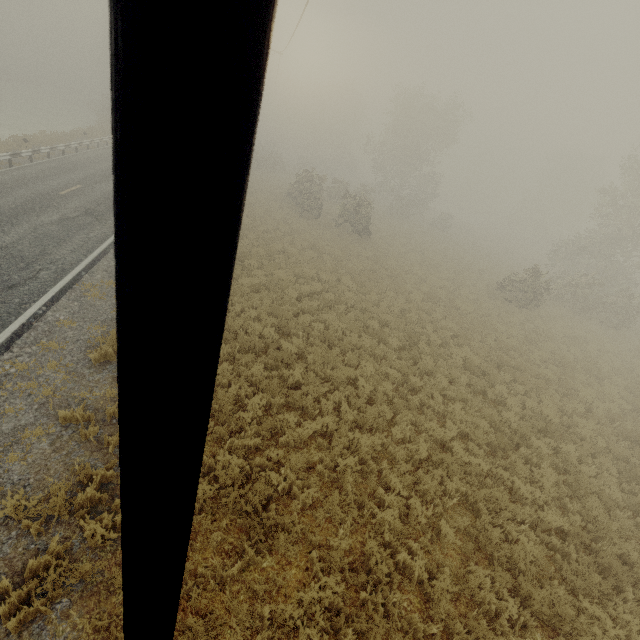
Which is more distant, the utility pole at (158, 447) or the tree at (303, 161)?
the tree at (303, 161)

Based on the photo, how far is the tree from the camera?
26.69m

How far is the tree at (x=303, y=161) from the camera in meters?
26.7 m

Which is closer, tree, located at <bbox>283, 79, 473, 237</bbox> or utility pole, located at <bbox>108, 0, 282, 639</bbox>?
utility pole, located at <bbox>108, 0, 282, 639</bbox>

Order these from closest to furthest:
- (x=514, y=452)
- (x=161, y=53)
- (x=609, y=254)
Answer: (x=161, y=53) < (x=514, y=452) < (x=609, y=254)
